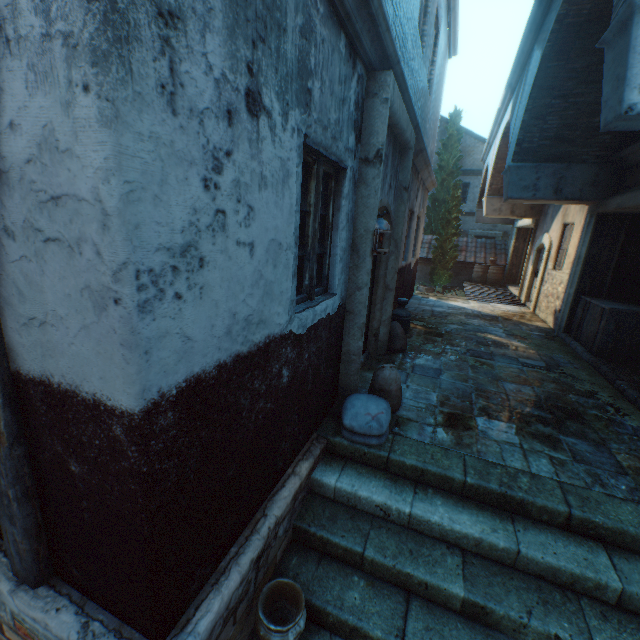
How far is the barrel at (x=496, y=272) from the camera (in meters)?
16.47

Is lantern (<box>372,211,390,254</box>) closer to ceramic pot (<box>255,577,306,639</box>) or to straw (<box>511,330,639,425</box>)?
ceramic pot (<box>255,577,306,639</box>)

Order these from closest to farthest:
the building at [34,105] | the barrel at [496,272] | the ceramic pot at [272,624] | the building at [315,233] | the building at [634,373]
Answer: the building at [34,105]
the ceramic pot at [272,624]
the building at [315,233]
the building at [634,373]
the barrel at [496,272]

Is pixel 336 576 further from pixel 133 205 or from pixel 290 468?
pixel 133 205

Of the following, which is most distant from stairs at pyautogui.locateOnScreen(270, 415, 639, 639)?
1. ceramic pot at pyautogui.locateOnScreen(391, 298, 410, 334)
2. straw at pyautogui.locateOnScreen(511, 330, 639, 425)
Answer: ceramic pot at pyautogui.locateOnScreen(391, 298, 410, 334)

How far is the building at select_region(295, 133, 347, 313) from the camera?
2.72m

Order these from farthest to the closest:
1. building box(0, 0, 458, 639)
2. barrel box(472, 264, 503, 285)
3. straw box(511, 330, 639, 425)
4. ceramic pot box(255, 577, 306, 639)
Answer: barrel box(472, 264, 503, 285), straw box(511, 330, 639, 425), ceramic pot box(255, 577, 306, 639), building box(0, 0, 458, 639)

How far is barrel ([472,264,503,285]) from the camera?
16.5 meters
